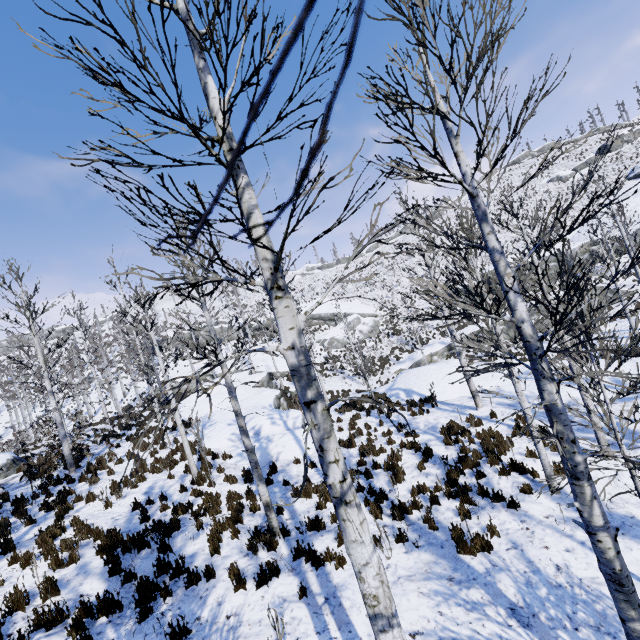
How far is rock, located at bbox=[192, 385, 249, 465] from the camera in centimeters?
1401cm

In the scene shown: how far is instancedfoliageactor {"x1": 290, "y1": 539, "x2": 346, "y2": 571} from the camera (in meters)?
6.41

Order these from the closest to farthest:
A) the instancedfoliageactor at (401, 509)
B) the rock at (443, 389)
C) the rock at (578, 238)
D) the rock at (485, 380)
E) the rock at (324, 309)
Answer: the instancedfoliageactor at (401, 509)
the rock at (485, 380)
the rock at (443, 389)
the rock at (578, 238)
the rock at (324, 309)

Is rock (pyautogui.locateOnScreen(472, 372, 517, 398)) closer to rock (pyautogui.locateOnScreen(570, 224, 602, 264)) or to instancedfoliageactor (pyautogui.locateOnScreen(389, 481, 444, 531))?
instancedfoliageactor (pyautogui.locateOnScreen(389, 481, 444, 531))

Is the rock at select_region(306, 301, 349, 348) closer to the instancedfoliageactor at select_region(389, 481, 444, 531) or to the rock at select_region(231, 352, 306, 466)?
the rock at select_region(231, 352, 306, 466)

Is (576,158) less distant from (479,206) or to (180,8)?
(479,206)

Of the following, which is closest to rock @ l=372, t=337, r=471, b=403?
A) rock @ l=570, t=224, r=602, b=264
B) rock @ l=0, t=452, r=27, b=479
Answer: rock @ l=570, t=224, r=602, b=264

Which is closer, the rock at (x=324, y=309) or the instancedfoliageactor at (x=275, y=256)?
the instancedfoliageactor at (x=275, y=256)
